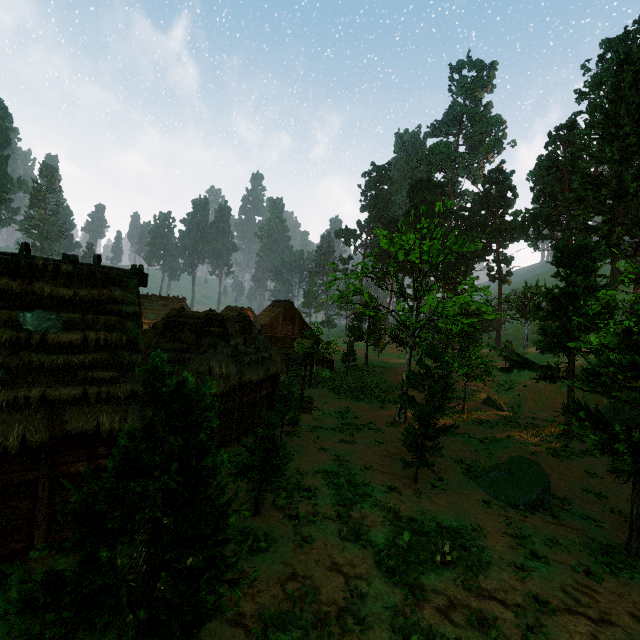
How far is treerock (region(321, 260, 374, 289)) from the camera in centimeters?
1988cm

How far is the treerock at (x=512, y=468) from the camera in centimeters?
1348cm

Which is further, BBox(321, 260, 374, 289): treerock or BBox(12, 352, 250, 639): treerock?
BBox(321, 260, 374, 289): treerock

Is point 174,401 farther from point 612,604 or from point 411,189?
point 411,189

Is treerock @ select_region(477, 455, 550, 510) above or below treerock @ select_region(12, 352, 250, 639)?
below
